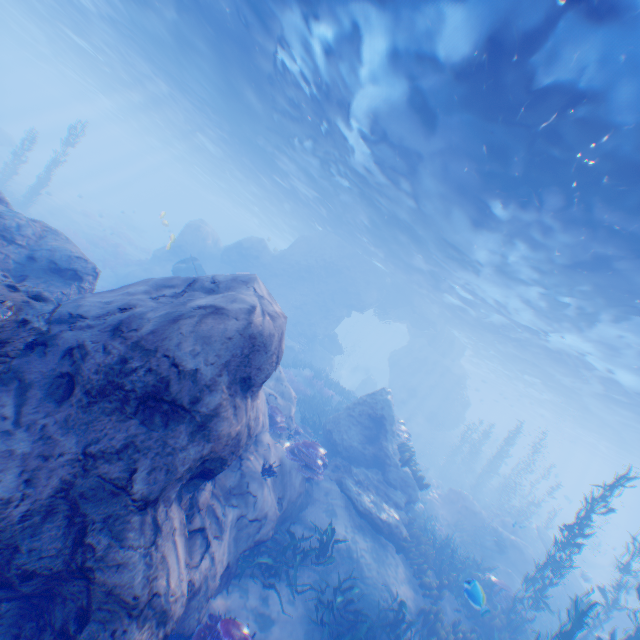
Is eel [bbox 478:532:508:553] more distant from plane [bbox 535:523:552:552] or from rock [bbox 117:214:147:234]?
rock [bbox 117:214:147:234]

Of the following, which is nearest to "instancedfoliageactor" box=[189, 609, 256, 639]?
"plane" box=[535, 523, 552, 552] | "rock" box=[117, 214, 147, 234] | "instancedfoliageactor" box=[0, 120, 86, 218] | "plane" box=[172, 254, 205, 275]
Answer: "plane" box=[172, 254, 205, 275]

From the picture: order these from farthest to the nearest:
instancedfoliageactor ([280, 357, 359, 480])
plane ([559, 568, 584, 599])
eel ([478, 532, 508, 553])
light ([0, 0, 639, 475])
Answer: plane ([559, 568, 584, 599]) < eel ([478, 532, 508, 553]) < instancedfoliageactor ([280, 357, 359, 480]) < light ([0, 0, 639, 475])

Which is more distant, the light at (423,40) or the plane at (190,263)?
the plane at (190,263)

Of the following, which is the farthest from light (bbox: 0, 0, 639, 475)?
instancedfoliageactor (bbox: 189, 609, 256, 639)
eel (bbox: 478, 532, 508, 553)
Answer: instancedfoliageactor (bbox: 189, 609, 256, 639)

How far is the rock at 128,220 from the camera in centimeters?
4682cm

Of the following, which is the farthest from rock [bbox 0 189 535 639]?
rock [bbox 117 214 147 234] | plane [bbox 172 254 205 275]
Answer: rock [bbox 117 214 147 234]

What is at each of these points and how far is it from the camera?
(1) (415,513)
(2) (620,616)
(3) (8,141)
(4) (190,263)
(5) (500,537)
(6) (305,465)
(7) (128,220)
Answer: (1) instancedfoliageactor, 15.0m
(2) rock, 18.2m
(3) rock, 32.3m
(4) plane, 20.8m
(5) eel, 15.4m
(6) instancedfoliageactor, 10.2m
(7) rock, 47.8m
